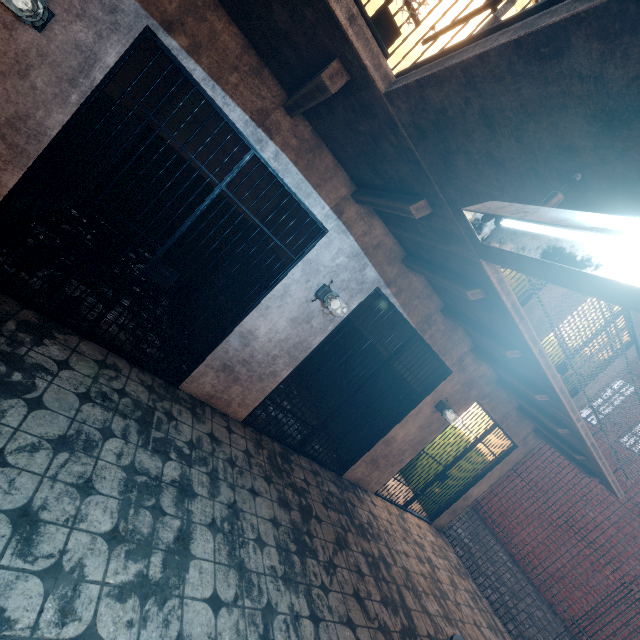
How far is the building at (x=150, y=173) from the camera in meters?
5.6

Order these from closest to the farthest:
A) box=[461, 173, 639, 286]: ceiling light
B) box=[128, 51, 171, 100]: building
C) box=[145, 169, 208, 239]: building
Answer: box=[461, 173, 639, 286]: ceiling light → box=[128, 51, 171, 100]: building → box=[145, 169, 208, 239]: building

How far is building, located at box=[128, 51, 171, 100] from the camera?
3.5m

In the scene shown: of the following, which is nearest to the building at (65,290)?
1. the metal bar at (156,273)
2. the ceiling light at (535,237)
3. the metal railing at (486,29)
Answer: the metal bar at (156,273)

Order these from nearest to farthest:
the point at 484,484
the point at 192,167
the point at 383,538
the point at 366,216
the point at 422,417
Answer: the point at 366,216 < the point at 383,538 < the point at 422,417 < the point at 192,167 < the point at 484,484

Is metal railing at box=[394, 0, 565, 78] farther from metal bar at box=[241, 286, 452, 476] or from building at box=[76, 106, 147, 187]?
metal bar at box=[241, 286, 452, 476]

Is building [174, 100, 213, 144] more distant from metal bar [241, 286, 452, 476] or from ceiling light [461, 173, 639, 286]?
ceiling light [461, 173, 639, 286]

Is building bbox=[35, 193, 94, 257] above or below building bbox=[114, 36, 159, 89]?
below
